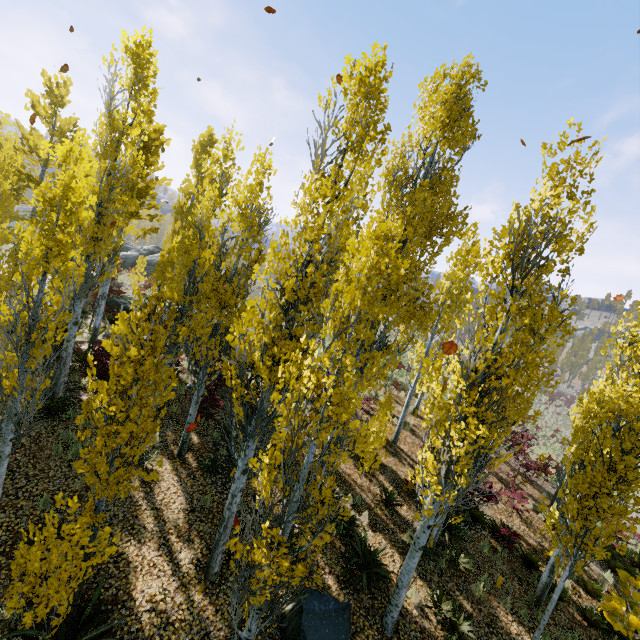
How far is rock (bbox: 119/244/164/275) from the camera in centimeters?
3069cm

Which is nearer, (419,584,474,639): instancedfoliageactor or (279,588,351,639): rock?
(279,588,351,639): rock

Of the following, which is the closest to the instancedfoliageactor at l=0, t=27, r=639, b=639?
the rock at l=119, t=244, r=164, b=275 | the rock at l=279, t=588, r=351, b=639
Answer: the rock at l=279, t=588, r=351, b=639

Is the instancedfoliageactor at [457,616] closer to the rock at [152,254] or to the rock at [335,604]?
the rock at [335,604]

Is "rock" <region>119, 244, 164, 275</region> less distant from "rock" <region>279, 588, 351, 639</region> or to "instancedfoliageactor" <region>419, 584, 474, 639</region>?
"instancedfoliageactor" <region>419, 584, 474, 639</region>

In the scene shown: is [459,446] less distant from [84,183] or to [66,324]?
[84,183]
